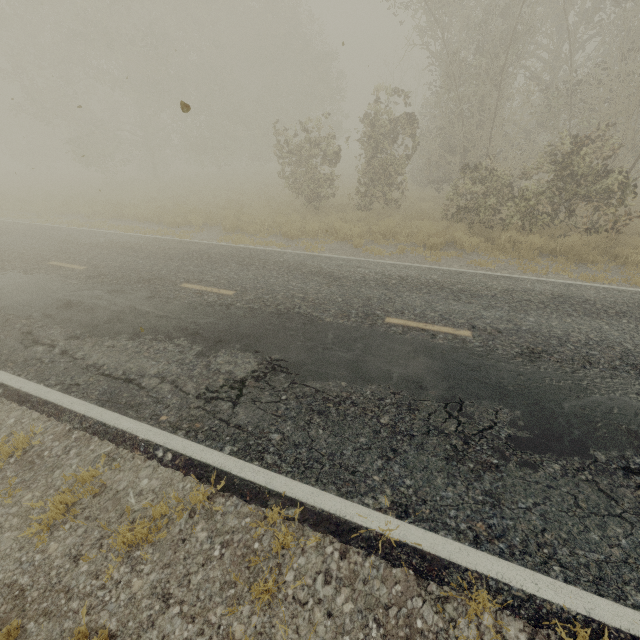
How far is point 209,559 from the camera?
2.9 meters
